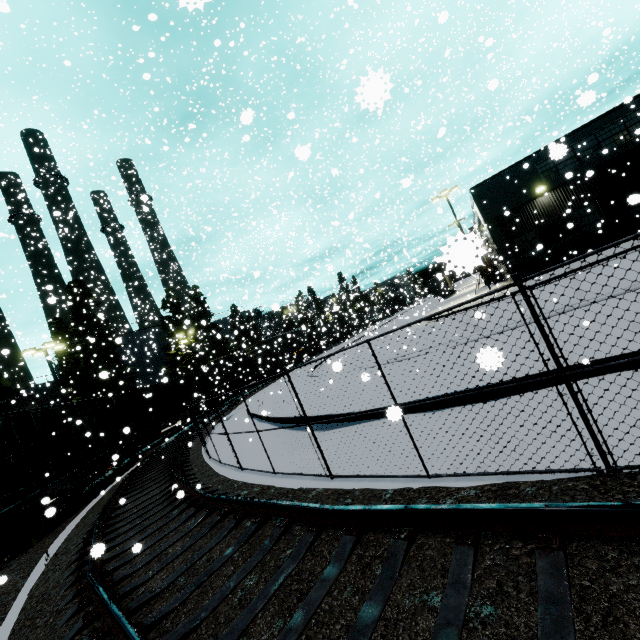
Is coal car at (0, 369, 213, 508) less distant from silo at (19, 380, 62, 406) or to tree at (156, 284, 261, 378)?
silo at (19, 380, 62, 406)

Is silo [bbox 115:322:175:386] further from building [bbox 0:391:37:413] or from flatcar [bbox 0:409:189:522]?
flatcar [bbox 0:409:189:522]

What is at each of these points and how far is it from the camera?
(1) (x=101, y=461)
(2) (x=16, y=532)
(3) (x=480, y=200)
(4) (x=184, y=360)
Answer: (1) flatcar, 16.4m
(2) bogie, 10.1m
(3) building, 23.5m
(4) tree, 39.9m

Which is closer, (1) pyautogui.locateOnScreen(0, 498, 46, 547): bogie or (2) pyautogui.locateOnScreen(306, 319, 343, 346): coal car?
(1) pyautogui.locateOnScreen(0, 498, 46, 547): bogie

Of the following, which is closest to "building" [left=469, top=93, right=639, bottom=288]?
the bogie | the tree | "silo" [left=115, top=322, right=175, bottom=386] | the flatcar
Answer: "silo" [left=115, top=322, right=175, bottom=386]

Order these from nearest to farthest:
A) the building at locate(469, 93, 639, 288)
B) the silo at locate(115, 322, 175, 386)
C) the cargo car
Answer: the building at locate(469, 93, 639, 288) → the cargo car → the silo at locate(115, 322, 175, 386)

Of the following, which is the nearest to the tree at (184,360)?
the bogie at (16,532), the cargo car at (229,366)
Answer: the cargo car at (229,366)

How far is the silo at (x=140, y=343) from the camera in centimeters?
4133cm
